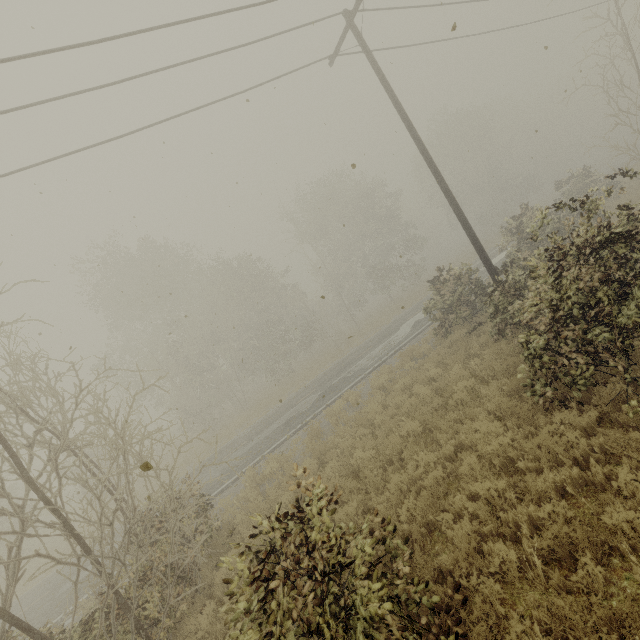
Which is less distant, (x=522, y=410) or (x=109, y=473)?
(x=109, y=473)
